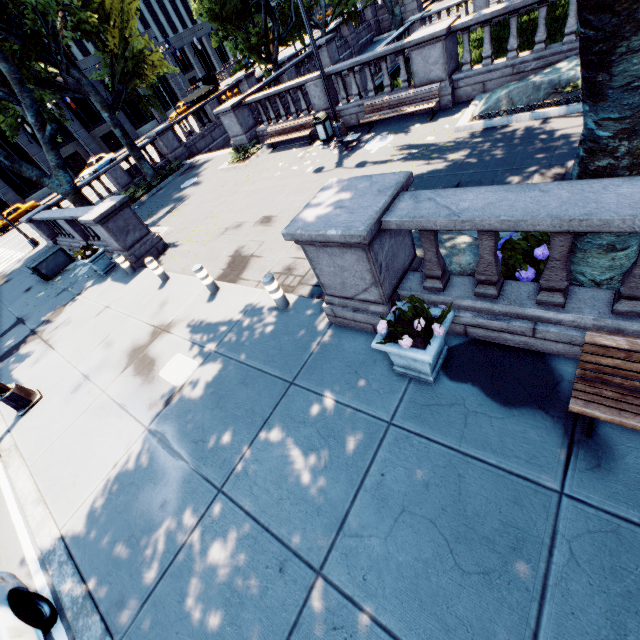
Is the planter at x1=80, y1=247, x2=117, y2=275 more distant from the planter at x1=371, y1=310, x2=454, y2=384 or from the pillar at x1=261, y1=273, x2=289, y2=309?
the planter at x1=371, y1=310, x2=454, y2=384

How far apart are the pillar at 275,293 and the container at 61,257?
14.12m

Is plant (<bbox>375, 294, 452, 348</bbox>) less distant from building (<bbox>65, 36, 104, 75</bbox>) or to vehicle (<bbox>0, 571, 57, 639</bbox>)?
vehicle (<bbox>0, 571, 57, 639</bbox>)

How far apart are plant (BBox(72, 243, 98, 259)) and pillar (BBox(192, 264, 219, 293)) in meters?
6.6

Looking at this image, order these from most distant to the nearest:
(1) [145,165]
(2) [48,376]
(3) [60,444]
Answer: (1) [145,165] → (2) [48,376] → (3) [60,444]

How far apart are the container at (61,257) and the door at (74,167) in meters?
37.6

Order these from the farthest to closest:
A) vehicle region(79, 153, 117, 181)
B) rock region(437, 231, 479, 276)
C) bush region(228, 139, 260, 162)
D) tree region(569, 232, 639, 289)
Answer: vehicle region(79, 153, 117, 181) < bush region(228, 139, 260, 162) < rock region(437, 231, 479, 276) < tree region(569, 232, 639, 289)

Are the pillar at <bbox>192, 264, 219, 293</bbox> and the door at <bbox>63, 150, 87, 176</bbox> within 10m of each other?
no
